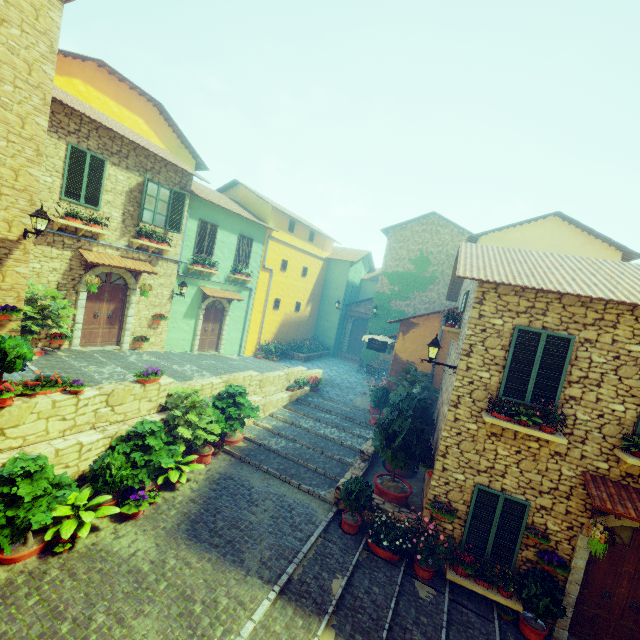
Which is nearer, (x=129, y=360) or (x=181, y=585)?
(x=181, y=585)

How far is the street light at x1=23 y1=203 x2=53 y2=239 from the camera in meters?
7.8 m

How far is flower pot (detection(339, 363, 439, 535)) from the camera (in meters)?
8.09

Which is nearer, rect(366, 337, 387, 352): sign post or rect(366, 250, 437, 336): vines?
rect(366, 337, 387, 352): sign post

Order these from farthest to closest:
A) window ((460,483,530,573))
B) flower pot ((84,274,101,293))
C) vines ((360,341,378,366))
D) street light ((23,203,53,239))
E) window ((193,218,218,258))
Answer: vines ((360,341,378,366)) → window ((193,218,218,258)) → flower pot ((84,274,101,293)) → street light ((23,203,53,239)) → window ((460,483,530,573))

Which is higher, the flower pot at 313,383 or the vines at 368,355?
the vines at 368,355

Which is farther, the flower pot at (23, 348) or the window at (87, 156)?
the window at (87, 156)

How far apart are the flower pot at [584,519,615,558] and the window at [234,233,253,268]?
16.0 meters
